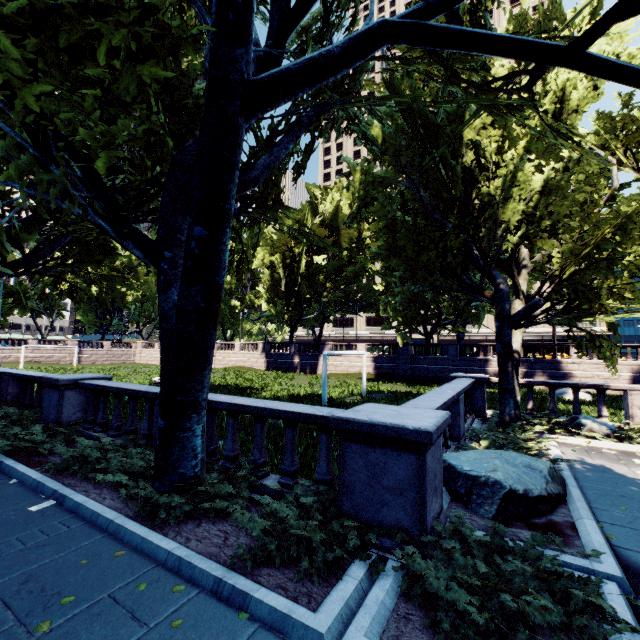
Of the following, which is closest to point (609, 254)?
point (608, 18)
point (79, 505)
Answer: point (608, 18)

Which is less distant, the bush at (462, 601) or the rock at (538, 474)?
the bush at (462, 601)

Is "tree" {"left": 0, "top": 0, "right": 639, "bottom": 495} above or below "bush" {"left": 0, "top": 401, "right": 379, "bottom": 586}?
above

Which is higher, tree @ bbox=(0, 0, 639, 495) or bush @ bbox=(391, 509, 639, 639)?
tree @ bbox=(0, 0, 639, 495)

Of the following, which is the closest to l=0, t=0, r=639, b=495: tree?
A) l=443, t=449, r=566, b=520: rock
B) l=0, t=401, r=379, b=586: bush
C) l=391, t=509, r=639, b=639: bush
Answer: l=0, t=401, r=379, b=586: bush

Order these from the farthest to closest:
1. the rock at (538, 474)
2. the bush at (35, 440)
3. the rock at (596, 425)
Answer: the rock at (596, 425) → the rock at (538, 474) → the bush at (35, 440)

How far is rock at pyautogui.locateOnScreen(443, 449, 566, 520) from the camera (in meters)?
5.23

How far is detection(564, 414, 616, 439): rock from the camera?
10.1 meters
